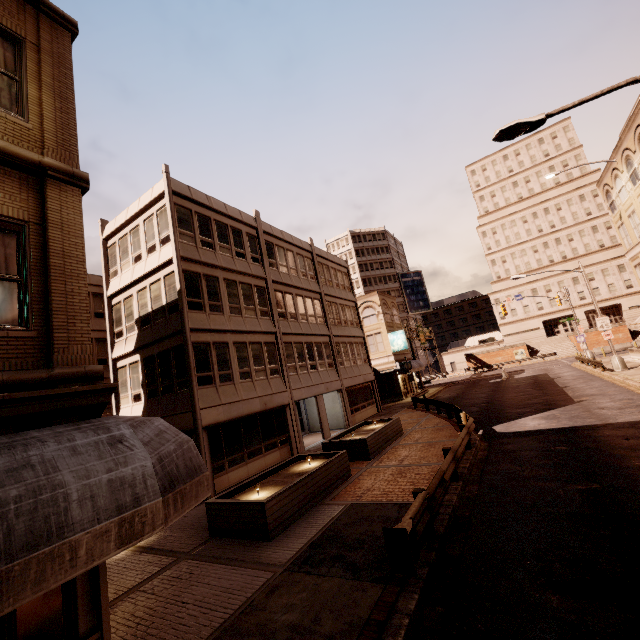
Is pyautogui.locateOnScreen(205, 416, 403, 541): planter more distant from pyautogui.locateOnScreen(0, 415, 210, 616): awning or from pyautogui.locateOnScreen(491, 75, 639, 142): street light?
pyautogui.locateOnScreen(491, 75, 639, 142): street light

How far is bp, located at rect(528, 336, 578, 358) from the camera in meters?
55.1

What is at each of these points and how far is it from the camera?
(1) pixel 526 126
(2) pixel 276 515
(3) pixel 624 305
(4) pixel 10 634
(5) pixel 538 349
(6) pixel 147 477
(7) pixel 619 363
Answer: (1) street light, 8.76m
(2) planter, 9.03m
(3) building, 59.16m
(4) building, 3.71m
(5) bp, 58.84m
(6) awning, 4.00m
(7) street light, 25.36m

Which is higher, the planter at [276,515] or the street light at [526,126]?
the street light at [526,126]

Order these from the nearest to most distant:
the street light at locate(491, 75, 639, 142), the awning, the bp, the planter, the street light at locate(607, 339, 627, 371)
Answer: the awning
the street light at locate(491, 75, 639, 142)
the planter
the street light at locate(607, 339, 627, 371)
the bp

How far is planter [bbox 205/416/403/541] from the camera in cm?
899

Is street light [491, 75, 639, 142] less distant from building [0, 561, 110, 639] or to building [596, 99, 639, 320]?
building [0, 561, 110, 639]

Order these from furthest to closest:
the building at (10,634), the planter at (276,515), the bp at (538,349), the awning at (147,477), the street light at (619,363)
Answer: the bp at (538,349) → the street light at (619,363) → the planter at (276,515) → the building at (10,634) → the awning at (147,477)
